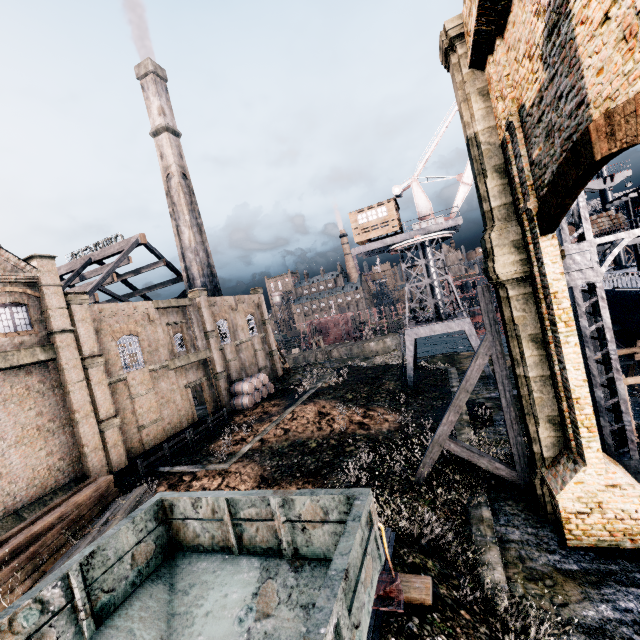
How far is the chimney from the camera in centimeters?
4041cm

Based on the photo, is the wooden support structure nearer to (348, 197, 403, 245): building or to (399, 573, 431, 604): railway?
(348, 197, 403, 245): building

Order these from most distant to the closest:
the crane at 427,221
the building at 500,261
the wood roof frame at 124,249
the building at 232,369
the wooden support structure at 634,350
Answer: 1. the wood roof frame at 124,249
2. the crane at 427,221
3. the wooden support structure at 634,350
4. the building at 232,369
5. the building at 500,261

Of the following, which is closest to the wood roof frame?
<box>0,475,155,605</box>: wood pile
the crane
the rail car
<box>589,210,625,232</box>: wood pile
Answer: <box>0,475,155,605</box>: wood pile

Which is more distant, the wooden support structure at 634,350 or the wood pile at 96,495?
the wooden support structure at 634,350

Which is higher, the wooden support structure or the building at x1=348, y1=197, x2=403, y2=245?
the building at x1=348, y1=197, x2=403, y2=245

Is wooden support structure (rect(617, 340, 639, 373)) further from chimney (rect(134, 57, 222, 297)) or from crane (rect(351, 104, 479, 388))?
chimney (rect(134, 57, 222, 297))

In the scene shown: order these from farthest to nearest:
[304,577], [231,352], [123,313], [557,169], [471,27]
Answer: [231,352], [123,313], [471,27], [557,169], [304,577]
